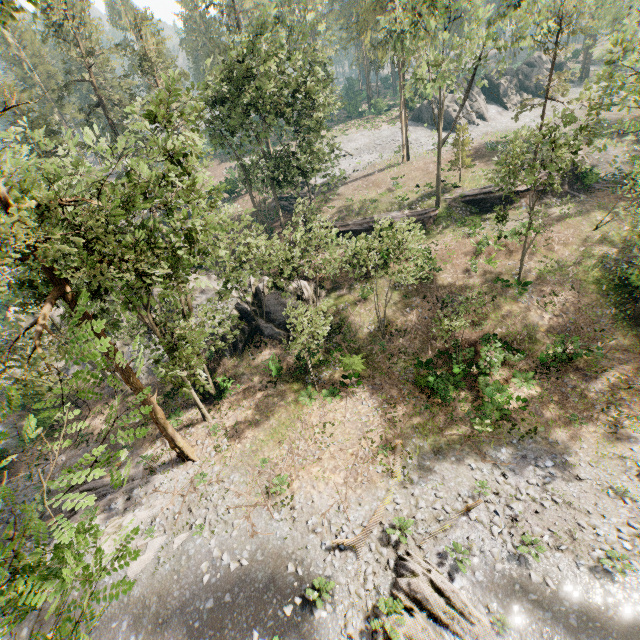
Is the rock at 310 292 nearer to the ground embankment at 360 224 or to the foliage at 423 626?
the ground embankment at 360 224

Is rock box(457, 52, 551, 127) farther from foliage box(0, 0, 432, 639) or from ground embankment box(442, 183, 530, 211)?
ground embankment box(442, 183, 530, 211)

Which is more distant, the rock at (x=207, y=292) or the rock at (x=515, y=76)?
the rock at (x=515, y=76)

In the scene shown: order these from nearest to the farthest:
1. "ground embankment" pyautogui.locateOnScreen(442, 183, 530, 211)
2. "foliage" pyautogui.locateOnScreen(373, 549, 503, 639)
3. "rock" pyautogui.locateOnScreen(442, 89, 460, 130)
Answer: "foliage" pyautogui.locateOnScreen(373, 549, 503, 639) → "ground embankment" pyautogui.locateOnScreen(442, 183, 530, 211) → "rock" pyautogui.locateOnScreen(442, 89, 460, 130)

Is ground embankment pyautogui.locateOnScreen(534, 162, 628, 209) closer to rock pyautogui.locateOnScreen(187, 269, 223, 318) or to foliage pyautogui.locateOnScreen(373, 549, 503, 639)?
foliage pyautogui.locateOnScreen(373, 549, 503, 639)

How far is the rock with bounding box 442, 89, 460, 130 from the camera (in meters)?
49.25

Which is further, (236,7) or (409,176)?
(409,176)
